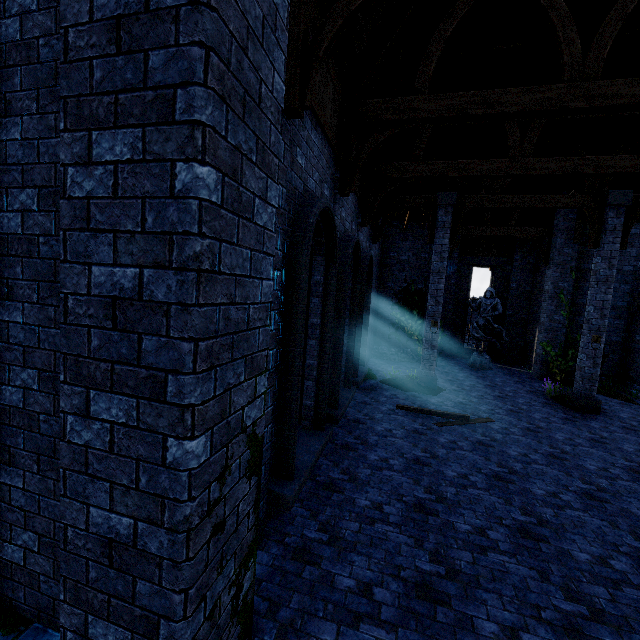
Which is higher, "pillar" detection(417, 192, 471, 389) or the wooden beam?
"pillar" detection(417, 192, 471, 389)

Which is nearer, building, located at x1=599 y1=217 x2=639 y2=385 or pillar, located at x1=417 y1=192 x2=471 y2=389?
pillar, located at x1=417 y1=192 x2=471 y2=389

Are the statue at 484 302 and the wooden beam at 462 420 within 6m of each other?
no

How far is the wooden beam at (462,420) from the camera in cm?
865

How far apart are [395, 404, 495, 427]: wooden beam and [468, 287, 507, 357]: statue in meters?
7.6 m

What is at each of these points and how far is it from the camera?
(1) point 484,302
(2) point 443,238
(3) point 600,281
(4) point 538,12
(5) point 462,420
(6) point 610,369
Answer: (1) statue, 16.06m
(2) pillar, 11.30m
(3) pillar, 10.16m
(4) building, 6.10m
(5) wooden beam, 8.92m
(6) building, 14.27m

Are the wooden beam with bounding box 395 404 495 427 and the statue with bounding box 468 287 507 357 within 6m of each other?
no

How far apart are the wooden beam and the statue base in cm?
734
